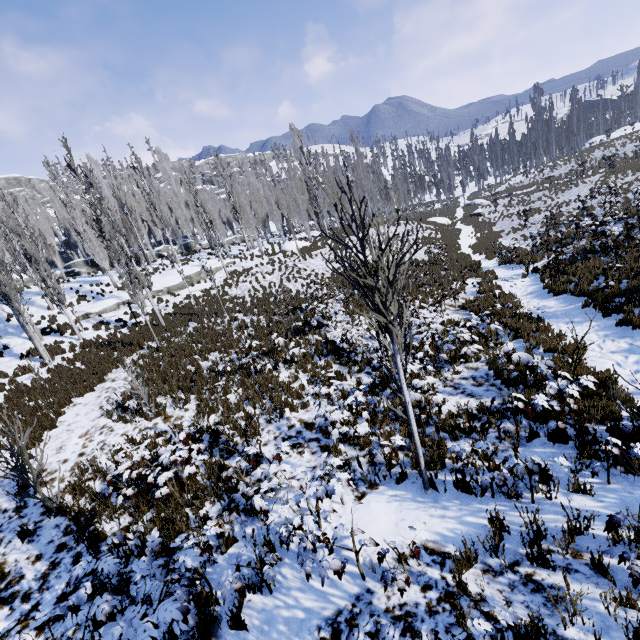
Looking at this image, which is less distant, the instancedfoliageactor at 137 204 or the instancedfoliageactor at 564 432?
the instancedfoliageactor at 564 432

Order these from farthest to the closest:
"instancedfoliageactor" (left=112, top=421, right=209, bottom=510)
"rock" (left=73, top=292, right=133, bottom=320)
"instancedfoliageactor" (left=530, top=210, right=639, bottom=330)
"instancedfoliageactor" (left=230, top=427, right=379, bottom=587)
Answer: "rock" (left=73, top=292, right=133, bottom=320) < "instancedfoliageactor" (left=530, top=210, right=639, bottom=330) < "instancedfoliageactor" (left=112, top=421, right=209, bottom=510) < "instancedfoliageactor" (left=230, top=427, right=379, bottom=587)

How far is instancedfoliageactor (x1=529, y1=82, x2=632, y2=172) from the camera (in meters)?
47.26

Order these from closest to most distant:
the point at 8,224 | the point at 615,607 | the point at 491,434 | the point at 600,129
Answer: the point at 615,607 < the point at 491,434 < the point at 8,224 < the point at 600,129

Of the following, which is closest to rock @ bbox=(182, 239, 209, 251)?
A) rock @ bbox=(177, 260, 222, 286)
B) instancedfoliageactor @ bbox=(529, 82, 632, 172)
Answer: instancedfoliageactor @ bbox=(529, 82, 632, 172)

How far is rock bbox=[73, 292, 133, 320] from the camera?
22.8m

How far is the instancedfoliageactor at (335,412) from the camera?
6.18m

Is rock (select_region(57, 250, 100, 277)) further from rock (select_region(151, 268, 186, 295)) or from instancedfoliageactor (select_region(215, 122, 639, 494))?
rock (select_region(151, 268, 186, 295))
